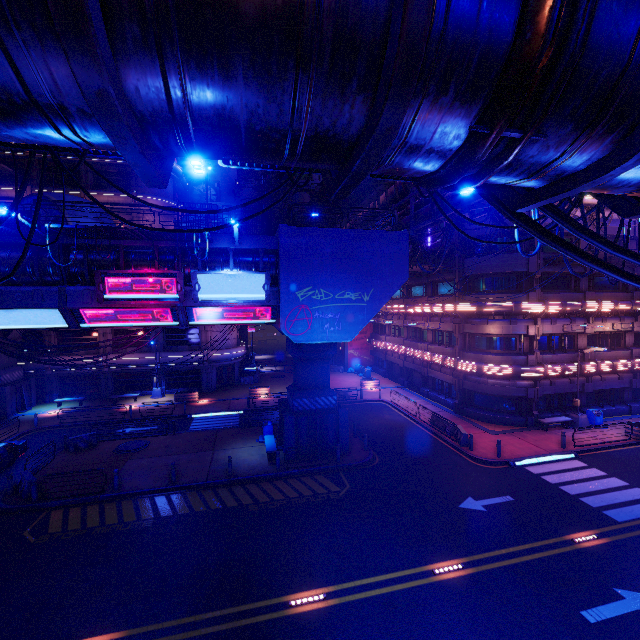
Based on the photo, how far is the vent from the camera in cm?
4412

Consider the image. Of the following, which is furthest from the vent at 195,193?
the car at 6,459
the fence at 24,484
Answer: the fence at 24,484

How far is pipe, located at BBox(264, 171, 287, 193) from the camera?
29.7 meters

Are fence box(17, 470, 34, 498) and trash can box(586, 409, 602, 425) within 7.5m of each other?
no

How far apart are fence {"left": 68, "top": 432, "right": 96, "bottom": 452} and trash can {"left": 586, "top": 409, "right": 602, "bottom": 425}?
35.4m

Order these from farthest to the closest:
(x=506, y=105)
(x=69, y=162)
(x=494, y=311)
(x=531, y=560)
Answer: (x=69, y=162)
(x=494, y=311)
(x=531, y=560)
(x=506, y=105)

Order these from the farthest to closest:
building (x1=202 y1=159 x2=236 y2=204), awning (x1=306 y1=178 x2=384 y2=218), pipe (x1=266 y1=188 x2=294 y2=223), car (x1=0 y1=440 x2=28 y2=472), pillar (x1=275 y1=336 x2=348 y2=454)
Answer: building (x1=202 y1=159 x2=236 y2=204) < pipe (x1=266 y1=188 x2=294 y2=223) < awning (x1=306 y1=178 x2=384 y2=218) < pillar (x1=275 y1=336 x2=348 y2=454) < car (x1=0 y1=440 x2=28 y2=472)

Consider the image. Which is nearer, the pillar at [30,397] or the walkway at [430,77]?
the walkway at [430,77]
